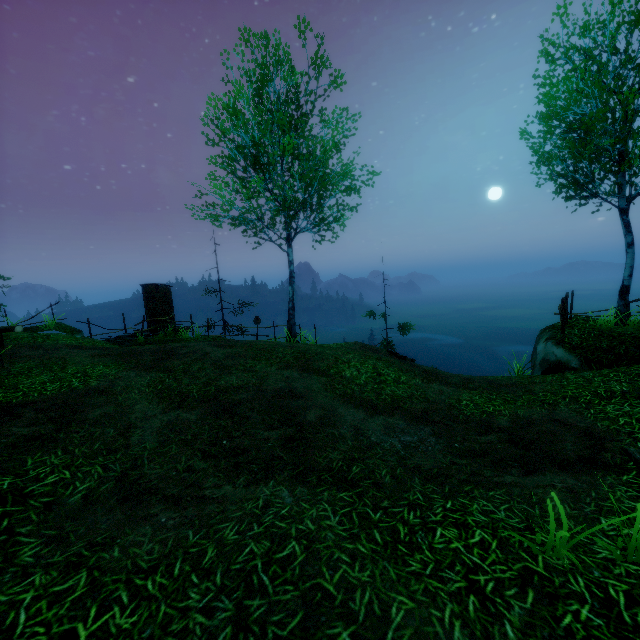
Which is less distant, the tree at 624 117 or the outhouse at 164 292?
the tree at 624 117

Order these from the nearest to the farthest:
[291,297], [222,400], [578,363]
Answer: [222,400] → [578,363] → [291,297]

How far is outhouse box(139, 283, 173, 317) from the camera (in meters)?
18.88

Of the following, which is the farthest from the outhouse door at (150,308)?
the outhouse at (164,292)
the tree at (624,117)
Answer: the tree at (624,117)

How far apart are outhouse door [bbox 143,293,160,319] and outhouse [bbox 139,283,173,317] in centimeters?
1cm

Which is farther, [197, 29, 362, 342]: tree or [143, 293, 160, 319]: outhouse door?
[143, 293, 160, 319]: outhouse door

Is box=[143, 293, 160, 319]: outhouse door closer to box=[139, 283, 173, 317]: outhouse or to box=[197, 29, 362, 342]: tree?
box=[139, 283, 173, 317]: outhouse
